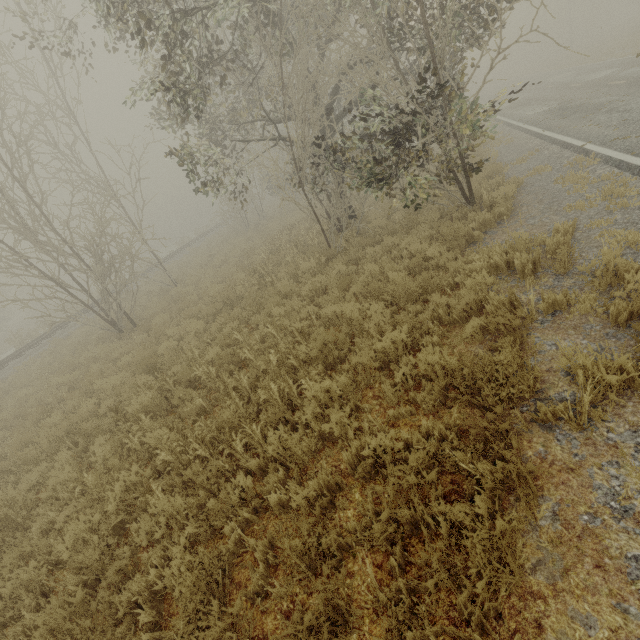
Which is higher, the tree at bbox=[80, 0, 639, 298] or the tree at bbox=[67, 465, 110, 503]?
the tree at bbox=[80, 0, 639, 298]

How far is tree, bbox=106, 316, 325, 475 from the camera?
4.52m

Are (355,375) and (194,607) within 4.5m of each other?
yes

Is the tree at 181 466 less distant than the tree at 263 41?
Yes

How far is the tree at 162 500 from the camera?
4.04m

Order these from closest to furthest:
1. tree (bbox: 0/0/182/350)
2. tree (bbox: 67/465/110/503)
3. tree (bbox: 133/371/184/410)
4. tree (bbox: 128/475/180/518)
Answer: tree (bbox: 128/475/180/518) < tree (bbox: 67/465/110/503) < tree (bbox: 133/371/184/410) < tree (bbox: 0/0/182/350)
